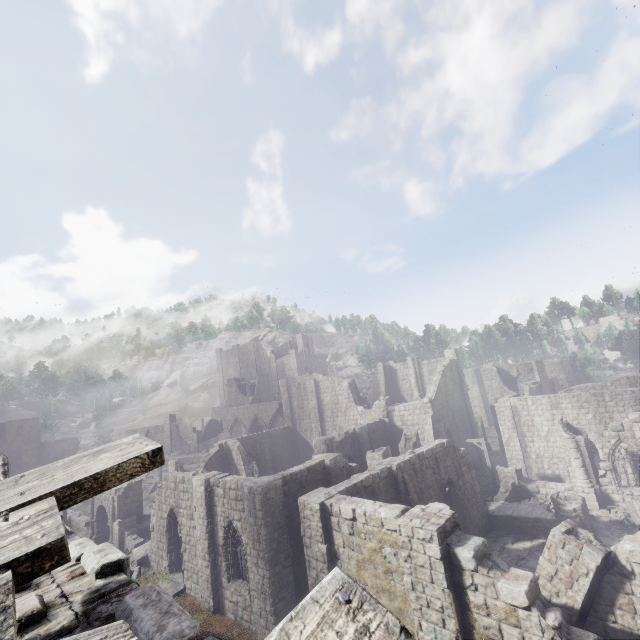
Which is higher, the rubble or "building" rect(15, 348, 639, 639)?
"building" rect(15, 348, 639, 639)

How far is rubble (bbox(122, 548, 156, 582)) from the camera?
20.98m

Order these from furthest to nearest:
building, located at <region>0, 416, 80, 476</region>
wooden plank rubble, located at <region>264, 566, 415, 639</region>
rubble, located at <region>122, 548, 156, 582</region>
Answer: building, located at <region>0, 416, 80, 476</region> → rubble, located at <region>122, 548, 156, 582</region> → wooden plank rubble, located at <region>264, 566, 415, 639</region>

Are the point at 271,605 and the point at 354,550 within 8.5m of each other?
yes

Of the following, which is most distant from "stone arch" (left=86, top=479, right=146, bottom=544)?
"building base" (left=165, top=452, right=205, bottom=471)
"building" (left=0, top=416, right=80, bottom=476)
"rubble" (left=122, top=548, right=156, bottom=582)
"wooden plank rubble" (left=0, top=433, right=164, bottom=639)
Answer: "building" (left=0, top=416, right=80, bottom=476)

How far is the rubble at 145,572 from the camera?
21.0 meters

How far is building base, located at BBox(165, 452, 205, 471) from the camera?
43.6 meters

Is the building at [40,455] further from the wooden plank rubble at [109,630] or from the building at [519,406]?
the wooden plank rubble at [109,630]
